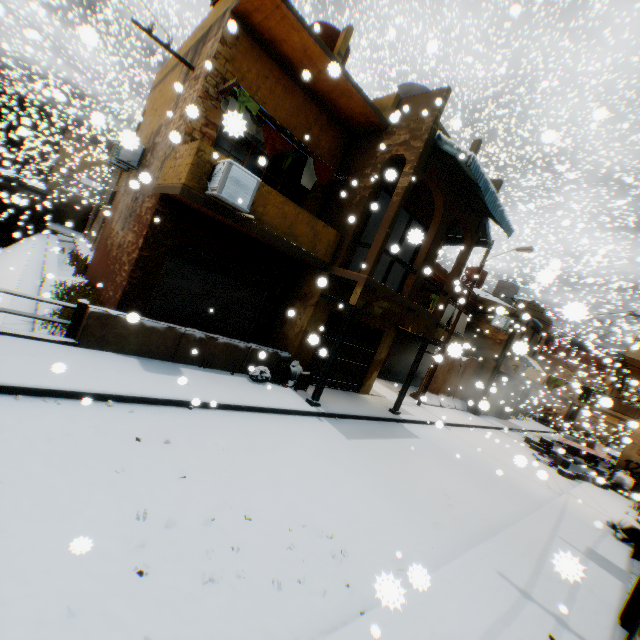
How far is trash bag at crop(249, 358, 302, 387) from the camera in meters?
9.2 m

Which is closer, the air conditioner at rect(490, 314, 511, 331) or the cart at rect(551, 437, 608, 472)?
the cart at rect(551, 437, 608, 472)

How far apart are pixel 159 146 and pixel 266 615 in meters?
11.7 m

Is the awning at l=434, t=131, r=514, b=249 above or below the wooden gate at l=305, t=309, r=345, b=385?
above

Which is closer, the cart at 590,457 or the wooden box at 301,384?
the wooden box at 301,384

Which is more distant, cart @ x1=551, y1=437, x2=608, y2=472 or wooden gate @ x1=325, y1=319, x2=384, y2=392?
cart @ x1=551, y1=437, x2=608, y2=472

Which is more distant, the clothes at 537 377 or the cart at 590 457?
the clothes at 537 377

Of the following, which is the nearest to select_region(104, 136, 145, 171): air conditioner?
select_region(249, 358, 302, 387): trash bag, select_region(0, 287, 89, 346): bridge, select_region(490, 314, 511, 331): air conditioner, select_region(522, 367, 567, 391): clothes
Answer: select_region(0, 287, 89, 346): bridge
